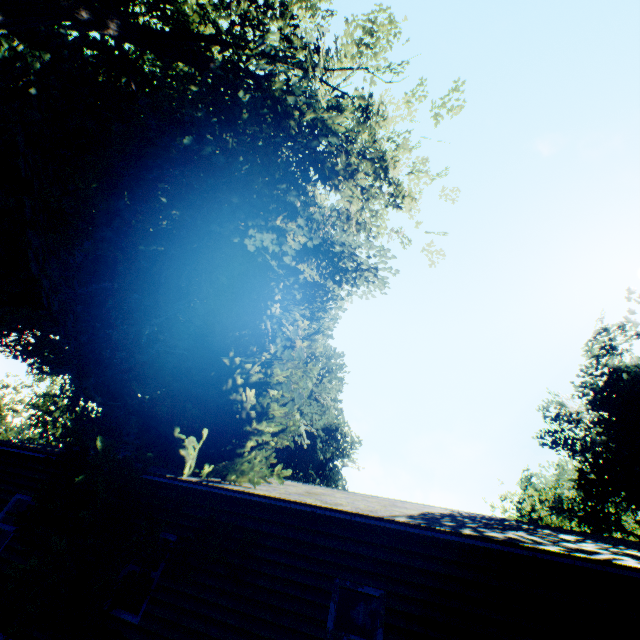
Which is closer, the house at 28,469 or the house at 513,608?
the house at 513,608

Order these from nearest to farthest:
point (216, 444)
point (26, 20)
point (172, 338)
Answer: point (26, 20), point (216, 444), point (172, 338)

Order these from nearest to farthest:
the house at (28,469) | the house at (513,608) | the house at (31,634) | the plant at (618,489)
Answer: the house at (513,608), the house at (31,634), the house at (28,469), the plant at (618,489)

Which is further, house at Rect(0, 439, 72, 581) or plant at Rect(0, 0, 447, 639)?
house at Rect(0, 439, 72, 581)

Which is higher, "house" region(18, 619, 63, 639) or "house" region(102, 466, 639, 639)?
"house" region(102, 466, 639, 639)

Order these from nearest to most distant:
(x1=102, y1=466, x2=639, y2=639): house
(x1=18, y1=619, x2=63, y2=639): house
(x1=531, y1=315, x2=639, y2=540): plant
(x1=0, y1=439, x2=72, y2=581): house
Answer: (x1=102, y1=466, x2=639, y2=639): house, (x1=18, y1=619, x2=63, y2=639): house, (x1=0, y1=439, x2=72, y2=581): house, (x1=531, y1=315, x2=639, y2=540): plant
